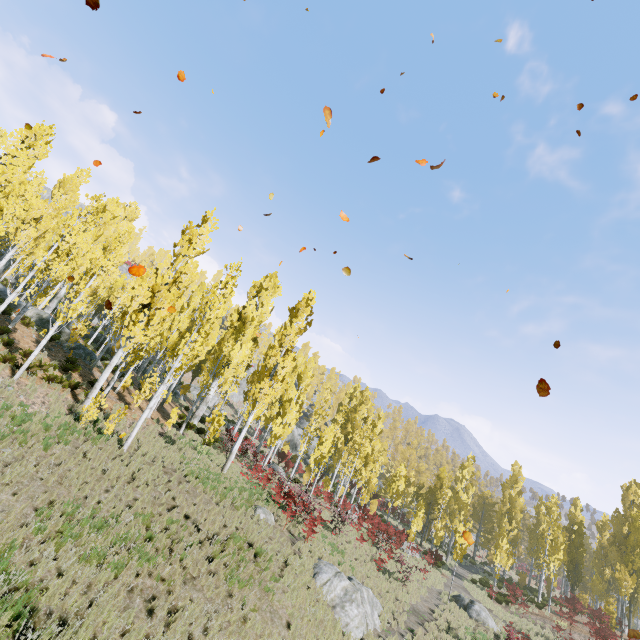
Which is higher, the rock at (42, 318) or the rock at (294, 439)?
the rock at (42, 318)

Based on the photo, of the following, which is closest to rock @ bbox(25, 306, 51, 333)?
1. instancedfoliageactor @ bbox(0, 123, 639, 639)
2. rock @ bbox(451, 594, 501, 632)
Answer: instancedfoliageactor @ bbox(0, 123, 639, 639)

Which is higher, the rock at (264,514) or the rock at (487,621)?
the rock at (264,514)

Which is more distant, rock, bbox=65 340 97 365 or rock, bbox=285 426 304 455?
rock, bbox=285 426 304 455

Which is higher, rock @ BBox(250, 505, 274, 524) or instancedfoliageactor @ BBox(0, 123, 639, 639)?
instancedfoliageactor @ BBox(0, 123, 639, 639)

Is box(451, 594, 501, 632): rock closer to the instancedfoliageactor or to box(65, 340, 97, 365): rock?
the instancedfoliageactor

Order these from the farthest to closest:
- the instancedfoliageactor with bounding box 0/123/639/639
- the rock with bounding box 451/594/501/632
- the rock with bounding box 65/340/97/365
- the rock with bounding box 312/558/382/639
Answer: the rock with bounding box 65/340/97/365, the rock with bounding box 451/594/501/632, the instancedfoliageactor with bounding box 0/123/639/639, the rock with bounding box 312/558/382/639

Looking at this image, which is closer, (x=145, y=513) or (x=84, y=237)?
(x=145, y=513)
